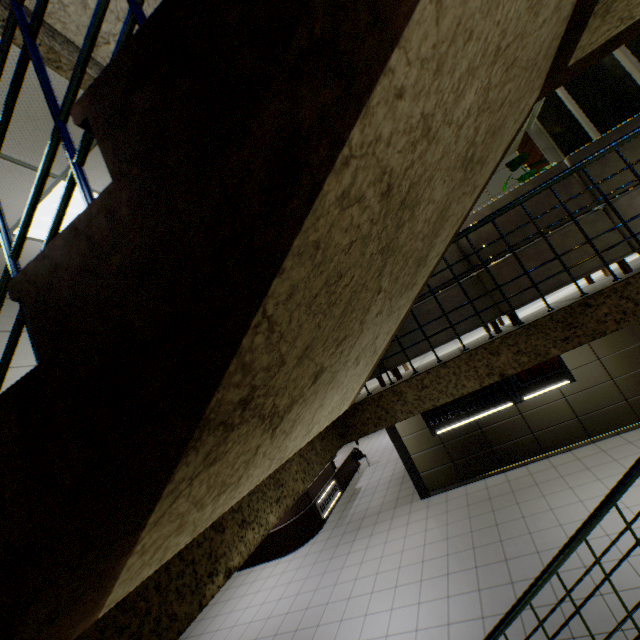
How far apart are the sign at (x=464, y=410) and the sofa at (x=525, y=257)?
4.9 meters

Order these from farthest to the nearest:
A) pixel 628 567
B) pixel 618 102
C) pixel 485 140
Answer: pixel 618 102 → pixel 628 567 → pixel 485 140

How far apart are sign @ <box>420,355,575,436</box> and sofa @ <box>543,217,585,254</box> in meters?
4.9

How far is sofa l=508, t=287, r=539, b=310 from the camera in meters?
2.8

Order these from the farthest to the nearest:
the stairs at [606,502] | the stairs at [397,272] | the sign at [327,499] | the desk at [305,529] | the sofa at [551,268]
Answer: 1. the sign at [327,499]
2. the desk at [305,529]
3. the sofa at [551,268]
4. the stairs at [606,502]
5. the stairs at [397,272]

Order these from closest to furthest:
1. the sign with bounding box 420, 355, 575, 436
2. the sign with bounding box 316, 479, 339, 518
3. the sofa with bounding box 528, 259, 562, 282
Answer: the sofa with bounding box 528, 259, 562, 282 < the sign with bounding box 420, 355, 575, 436 < the sign with bounding box 316, 479, 339, 518

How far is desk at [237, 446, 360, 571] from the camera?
9.23m
